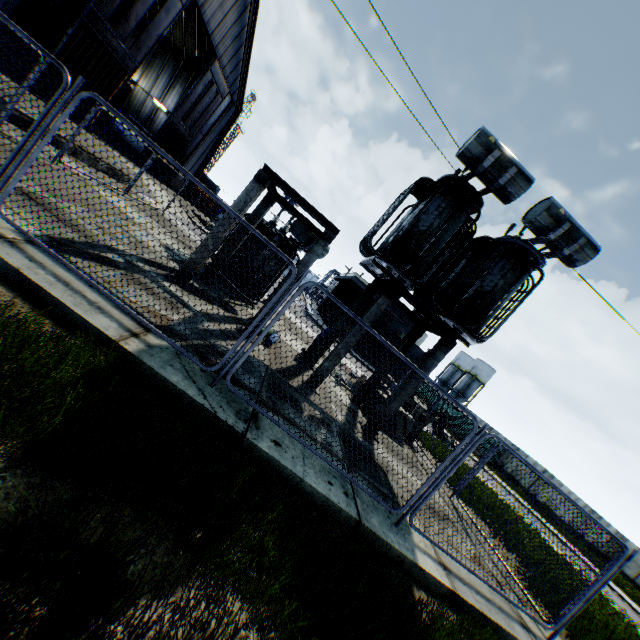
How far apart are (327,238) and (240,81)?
30.7m

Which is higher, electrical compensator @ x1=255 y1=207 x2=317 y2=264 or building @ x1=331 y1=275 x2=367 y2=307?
building @ x1=331 y1=275 x2=367 y2=307

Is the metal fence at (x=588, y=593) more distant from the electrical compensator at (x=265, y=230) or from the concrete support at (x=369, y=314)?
the electrical compensator at (x=265, y=230)

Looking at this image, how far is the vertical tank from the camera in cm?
5931

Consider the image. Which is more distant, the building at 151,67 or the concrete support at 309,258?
the building at 151,67

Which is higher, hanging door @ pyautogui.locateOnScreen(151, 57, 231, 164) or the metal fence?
hanging door @ pyautogui.locateOnScreen(151, 57, 231, 164)

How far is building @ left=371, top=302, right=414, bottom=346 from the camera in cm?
3553
